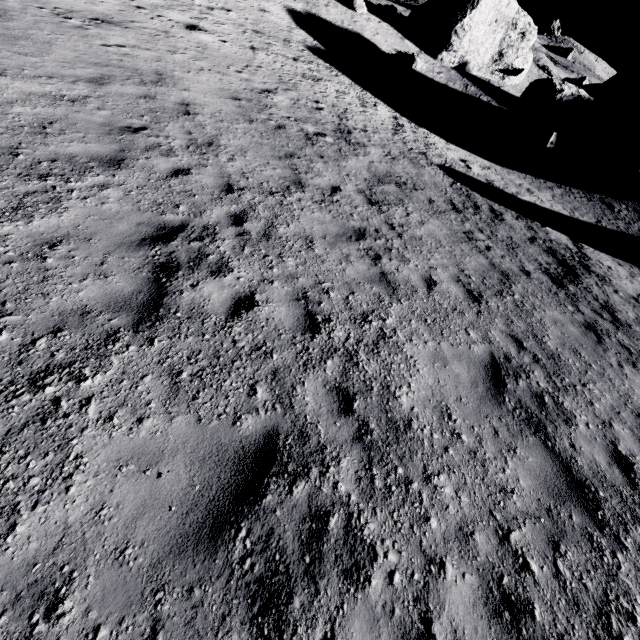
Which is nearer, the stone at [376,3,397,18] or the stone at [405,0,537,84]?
the stone at [405,0,537,84]

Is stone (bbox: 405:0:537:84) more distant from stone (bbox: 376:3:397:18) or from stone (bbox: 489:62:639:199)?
stone (bbox: 489:62:639:199)

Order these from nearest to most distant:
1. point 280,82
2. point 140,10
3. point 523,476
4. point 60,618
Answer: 1. point 60,618
2. point 523,476
3. point 140,10
4. point 280,82

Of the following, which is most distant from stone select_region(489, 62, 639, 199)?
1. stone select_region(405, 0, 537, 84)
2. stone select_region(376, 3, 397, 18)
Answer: stone select_region(376, 3, 397, 18)

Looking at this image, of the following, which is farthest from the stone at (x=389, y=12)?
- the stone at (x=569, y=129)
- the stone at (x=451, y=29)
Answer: the stone at (x=569, y=129)
